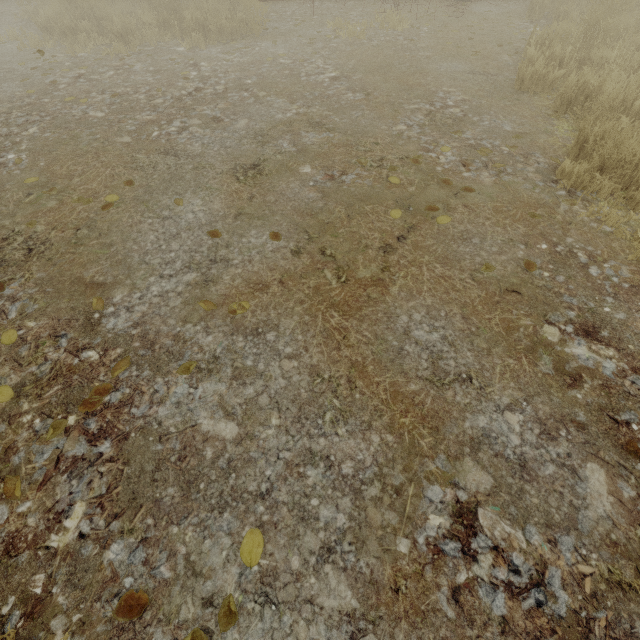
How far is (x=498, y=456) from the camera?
1.8 meters
